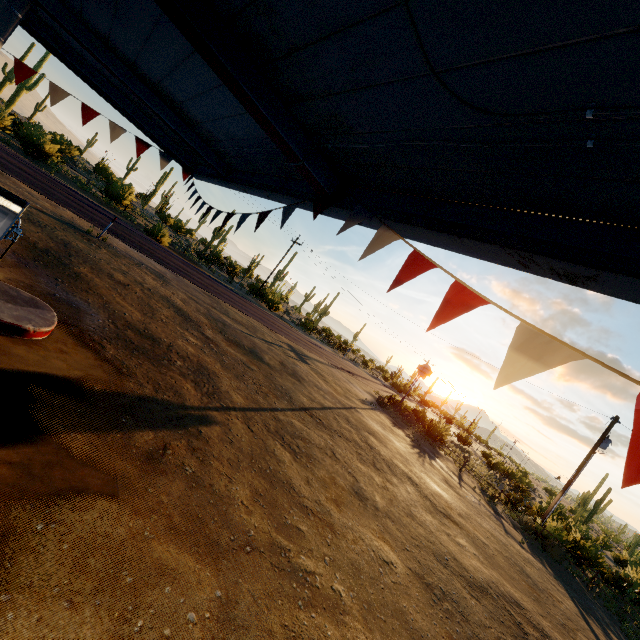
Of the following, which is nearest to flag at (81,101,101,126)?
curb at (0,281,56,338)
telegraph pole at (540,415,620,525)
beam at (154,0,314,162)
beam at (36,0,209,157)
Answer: beam at (154,0,314,162)

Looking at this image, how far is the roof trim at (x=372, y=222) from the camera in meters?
2.9

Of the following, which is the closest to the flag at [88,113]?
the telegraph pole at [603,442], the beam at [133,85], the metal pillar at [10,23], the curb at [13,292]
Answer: the beam at [133,85]

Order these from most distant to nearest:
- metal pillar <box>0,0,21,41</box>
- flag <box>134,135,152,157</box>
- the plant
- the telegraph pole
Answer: the plant, the telegraph pole, flag <box>134,135,152,157</box>, metal pillar <box>0,0,21,41</box>

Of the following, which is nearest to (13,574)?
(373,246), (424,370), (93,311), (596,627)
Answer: (373,246)

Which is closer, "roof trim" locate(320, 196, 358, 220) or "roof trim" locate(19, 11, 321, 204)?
"roof trim" locate(320, 196, 358, 220)

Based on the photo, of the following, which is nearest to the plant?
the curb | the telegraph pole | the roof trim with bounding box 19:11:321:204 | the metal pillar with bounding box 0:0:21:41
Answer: the roof trim with bounding box 19:11:321:204

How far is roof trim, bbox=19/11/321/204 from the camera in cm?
429
